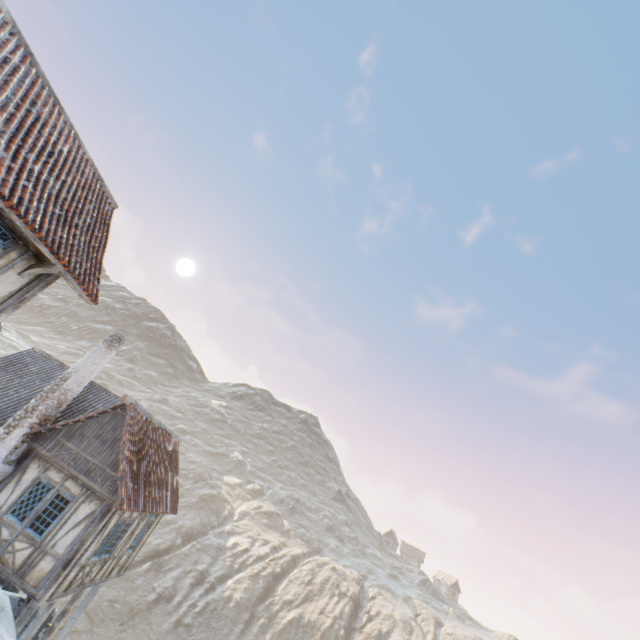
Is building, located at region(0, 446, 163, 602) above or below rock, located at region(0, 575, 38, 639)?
above

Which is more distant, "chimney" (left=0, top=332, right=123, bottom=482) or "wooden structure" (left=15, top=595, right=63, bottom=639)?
"chimney" (left=0, top=332, right=123, bottom=482)

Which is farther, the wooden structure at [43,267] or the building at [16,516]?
the building at [16,516]

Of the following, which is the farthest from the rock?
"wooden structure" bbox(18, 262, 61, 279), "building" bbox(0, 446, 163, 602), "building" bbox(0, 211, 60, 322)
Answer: "wooden structure" bbox(18, 262, 61, 279)

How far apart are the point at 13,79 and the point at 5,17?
1.32m

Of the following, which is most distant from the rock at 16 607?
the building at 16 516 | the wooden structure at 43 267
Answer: the wooden structure at 43 267

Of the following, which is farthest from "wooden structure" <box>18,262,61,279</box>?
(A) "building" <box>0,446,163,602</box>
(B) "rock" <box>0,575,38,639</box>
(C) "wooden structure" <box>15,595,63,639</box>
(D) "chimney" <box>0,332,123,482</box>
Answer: (C) "wooden structure" <box>15,595,63,639</box>

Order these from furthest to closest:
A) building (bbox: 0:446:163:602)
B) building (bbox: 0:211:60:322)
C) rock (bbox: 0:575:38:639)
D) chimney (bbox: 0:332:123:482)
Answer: chimney (bbox: 0:332:123:482) < building (bbox: 0:446:163:602) < rock (bbox: 0:575:38:639) < building (bbox: 0:211:60:322)
